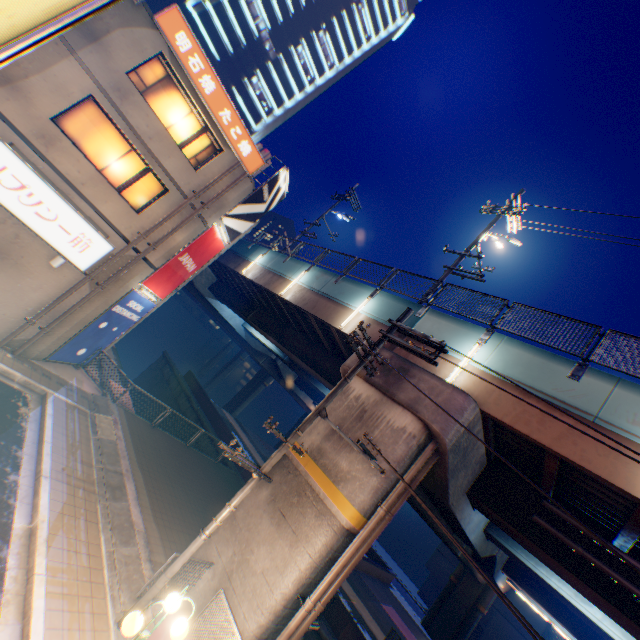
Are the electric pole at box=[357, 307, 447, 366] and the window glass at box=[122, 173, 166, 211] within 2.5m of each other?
no

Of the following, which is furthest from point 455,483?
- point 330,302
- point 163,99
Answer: point 163,99

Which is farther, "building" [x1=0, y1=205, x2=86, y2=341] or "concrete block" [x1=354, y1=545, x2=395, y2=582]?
"concrete block" [x1=354, y1=545, x2=395, y2=582]

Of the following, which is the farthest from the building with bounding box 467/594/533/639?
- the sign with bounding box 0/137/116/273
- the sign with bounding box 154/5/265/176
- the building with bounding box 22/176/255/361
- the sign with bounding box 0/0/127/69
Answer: the sign with bounding box 0/0/127/69

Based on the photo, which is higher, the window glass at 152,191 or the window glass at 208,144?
the window glass at 208,144

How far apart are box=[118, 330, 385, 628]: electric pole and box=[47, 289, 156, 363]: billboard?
9.97m

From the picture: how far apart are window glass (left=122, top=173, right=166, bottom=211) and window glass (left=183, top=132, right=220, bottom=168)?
1.5m

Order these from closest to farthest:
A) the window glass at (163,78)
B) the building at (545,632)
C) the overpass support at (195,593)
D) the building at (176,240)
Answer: the overpass support at (195,593)
the window glass at (163,78)
the building at (176,240)
the building at (545,632)
